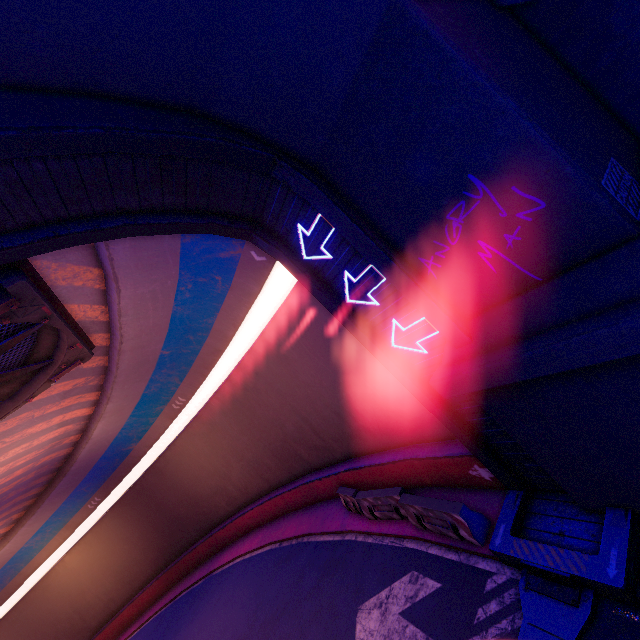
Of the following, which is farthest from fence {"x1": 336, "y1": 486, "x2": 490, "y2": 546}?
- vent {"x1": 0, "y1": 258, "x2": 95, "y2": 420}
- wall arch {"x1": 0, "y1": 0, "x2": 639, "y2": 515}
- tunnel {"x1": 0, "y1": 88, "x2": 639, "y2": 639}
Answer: vent {"x1": 0, "y1": 258, "x2": 95, "y2": 420}

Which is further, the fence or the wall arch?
the fence

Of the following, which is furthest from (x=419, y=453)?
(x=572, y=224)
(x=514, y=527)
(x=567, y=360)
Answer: (x=572, y=224)

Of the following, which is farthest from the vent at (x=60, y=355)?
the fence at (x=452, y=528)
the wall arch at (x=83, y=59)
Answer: the fence at (x=452, y=528)

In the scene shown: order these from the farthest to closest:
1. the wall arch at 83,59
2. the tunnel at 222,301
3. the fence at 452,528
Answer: the fence at 452,528 → the tunnel at 222,301 → the wall arch at 83,59

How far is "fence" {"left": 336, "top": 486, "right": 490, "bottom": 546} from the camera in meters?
7.6

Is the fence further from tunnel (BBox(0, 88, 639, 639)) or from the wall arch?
the wall arch

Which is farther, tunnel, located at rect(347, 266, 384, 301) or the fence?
the fence
